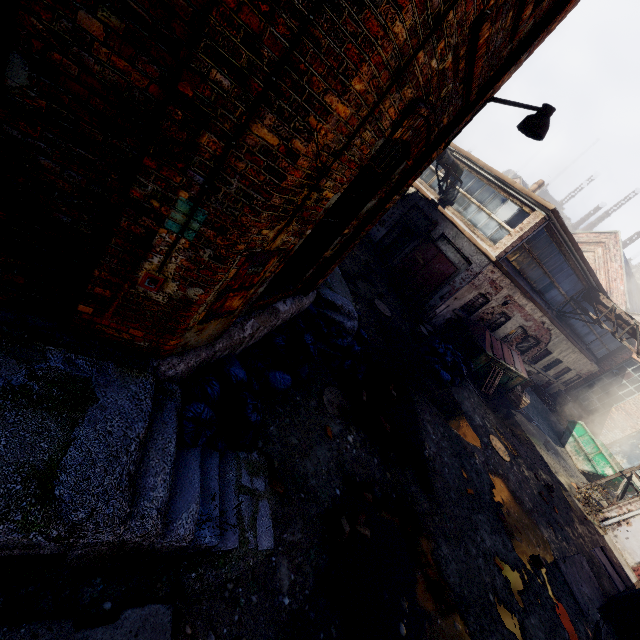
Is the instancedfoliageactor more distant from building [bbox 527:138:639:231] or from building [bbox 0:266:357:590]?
building [bbox 527:138:639:231]

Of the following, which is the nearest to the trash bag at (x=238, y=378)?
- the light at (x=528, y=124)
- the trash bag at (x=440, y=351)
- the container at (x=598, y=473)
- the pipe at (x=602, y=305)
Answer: the light at (x=528, y=124)

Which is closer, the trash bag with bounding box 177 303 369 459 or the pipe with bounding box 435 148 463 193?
the trash bag with bounding box 177 303 369 459

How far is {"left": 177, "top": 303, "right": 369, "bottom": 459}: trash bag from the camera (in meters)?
3.42

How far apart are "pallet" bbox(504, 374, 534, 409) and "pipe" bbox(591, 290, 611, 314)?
4.2 meters

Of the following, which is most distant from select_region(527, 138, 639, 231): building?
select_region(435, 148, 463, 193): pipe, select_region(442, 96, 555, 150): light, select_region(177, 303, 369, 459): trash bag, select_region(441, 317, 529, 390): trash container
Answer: select_region(177, 303, 369, 459): trash bag

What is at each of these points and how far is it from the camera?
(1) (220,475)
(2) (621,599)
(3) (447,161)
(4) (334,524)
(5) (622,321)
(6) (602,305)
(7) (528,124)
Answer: (1) building, 3.7 meters
(2) trash container, 7.6 meters
(3) pipe, 14.5 meters
(4) instancedfoliageactor, 4.3 meters
(5) pipe, 14.1 meters
(6) pipe, 14.8 meters
(7) light, 4.5 meters

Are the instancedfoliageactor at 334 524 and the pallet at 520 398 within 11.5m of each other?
no
